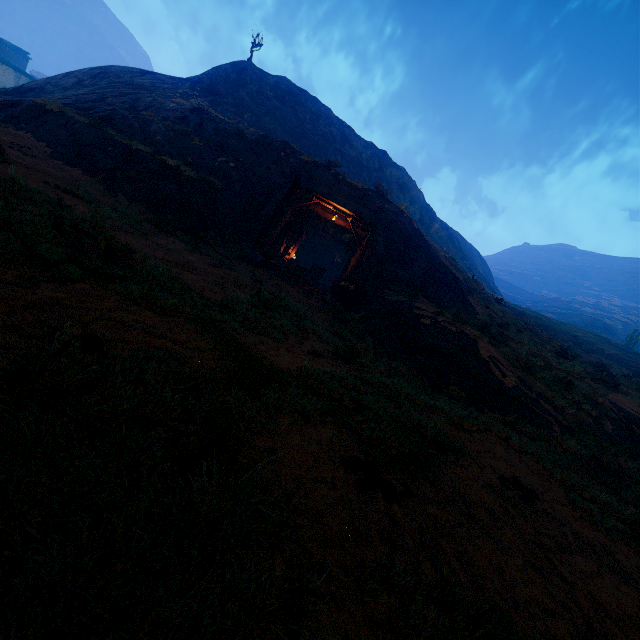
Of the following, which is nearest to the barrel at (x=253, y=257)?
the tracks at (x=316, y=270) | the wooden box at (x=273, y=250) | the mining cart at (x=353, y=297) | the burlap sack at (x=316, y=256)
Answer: the wooden box at (x=273, y=250)

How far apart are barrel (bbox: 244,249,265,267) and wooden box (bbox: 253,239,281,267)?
0.0m

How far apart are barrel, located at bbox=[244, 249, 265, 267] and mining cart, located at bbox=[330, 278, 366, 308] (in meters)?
3.45

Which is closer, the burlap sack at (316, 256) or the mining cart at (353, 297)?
the mining cart at (353, 297)

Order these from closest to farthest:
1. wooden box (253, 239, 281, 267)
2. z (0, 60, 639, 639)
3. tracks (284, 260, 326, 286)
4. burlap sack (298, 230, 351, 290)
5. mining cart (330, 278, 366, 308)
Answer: z (0, 60, 639, 639) → mining cart (330, 278, 366, 308) → tracks (284, 260, 326, 286) → wooden box (253, 239, 281, 267) → burlap sack (298, 230, 351, 290)

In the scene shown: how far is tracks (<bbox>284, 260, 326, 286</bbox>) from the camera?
15.9 meters

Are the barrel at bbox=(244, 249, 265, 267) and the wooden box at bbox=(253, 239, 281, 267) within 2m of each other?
yes

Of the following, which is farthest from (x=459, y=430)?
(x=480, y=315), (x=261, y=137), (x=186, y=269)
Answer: (x=261, y=137)
